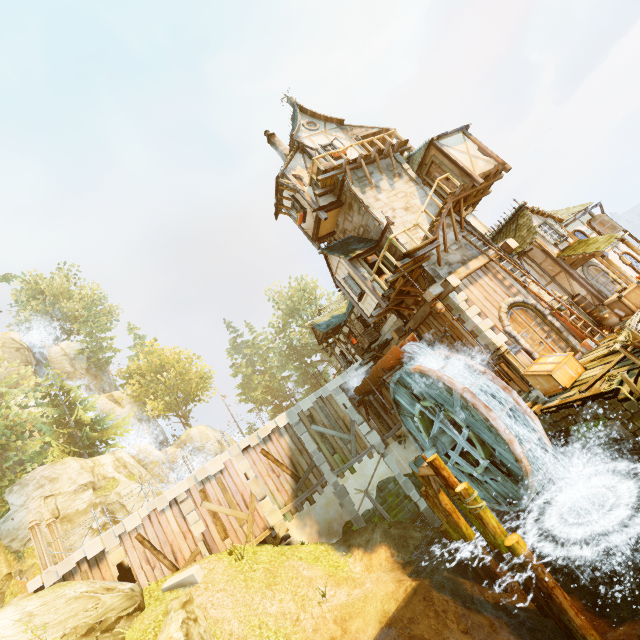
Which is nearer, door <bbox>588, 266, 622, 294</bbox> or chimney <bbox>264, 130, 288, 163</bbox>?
door <bbox>588, 266, 622, 294</bbox>

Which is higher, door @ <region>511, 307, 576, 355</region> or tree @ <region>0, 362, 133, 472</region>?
tree @ <region>0, 362, 133, 472</region>

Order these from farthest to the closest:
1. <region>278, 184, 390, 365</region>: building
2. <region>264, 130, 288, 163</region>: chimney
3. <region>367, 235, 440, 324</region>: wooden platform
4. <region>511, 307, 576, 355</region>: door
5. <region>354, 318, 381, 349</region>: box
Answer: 1. <region>264, 130, 288, 163</region>: chimney
2. <region>354, 318, 381, 349</region>: box
3. <region>278, 184, 390, 365</region>: building
4. <region>511, 307, 576, 355</region>: door
5. <region>367, 235, 440, 324</region>: wooden platform

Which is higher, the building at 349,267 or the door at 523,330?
the building at 349,267

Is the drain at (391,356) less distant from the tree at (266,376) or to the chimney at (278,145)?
the chimney at (278,145)

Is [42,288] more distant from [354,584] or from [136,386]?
[354,584]

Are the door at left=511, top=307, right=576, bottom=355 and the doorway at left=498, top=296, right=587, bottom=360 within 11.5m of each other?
yes

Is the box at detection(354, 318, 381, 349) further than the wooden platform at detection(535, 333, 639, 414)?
Yes
